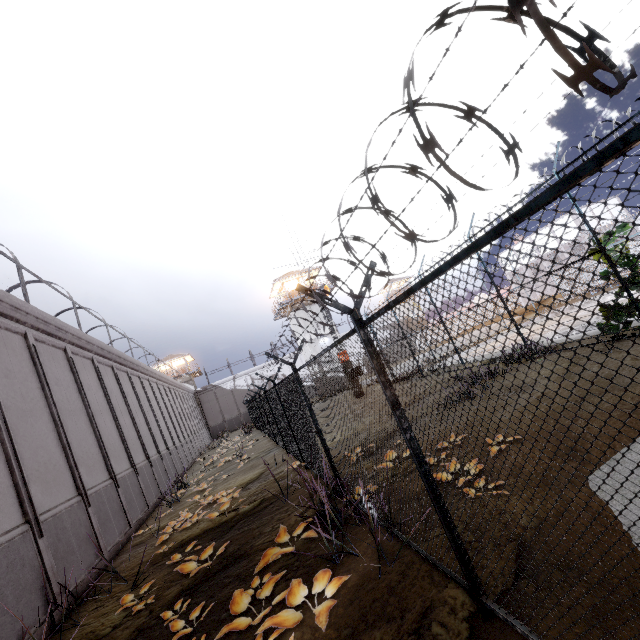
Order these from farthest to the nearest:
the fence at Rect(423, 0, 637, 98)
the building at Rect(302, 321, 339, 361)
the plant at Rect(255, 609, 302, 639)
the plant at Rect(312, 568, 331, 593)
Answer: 1. the building at Rect(302, 321, 339, 361)
2. the plant at Rect(312, 568, 331, 593)
3. the plant at Rect(255, 609, 302, 639)
4. the fence at Rect(423, 0, 637, 98)

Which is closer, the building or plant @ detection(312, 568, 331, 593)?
plant @ detection(312, 568, 331, 593)

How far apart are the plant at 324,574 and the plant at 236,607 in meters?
0.1 m

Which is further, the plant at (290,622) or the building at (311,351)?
the building at (311,351)

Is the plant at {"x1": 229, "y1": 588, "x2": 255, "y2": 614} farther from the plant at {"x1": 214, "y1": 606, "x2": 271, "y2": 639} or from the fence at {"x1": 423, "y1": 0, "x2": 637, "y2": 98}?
the fence at {"x1": 423, "y1": 0, "x2": 637, "y2": 98}

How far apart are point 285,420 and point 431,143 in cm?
1102

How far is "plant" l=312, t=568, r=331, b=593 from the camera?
4.1 meters

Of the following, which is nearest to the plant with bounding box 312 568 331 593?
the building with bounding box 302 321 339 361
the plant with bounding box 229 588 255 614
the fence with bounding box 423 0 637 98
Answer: the plant with bounding box 229 588 255 614
